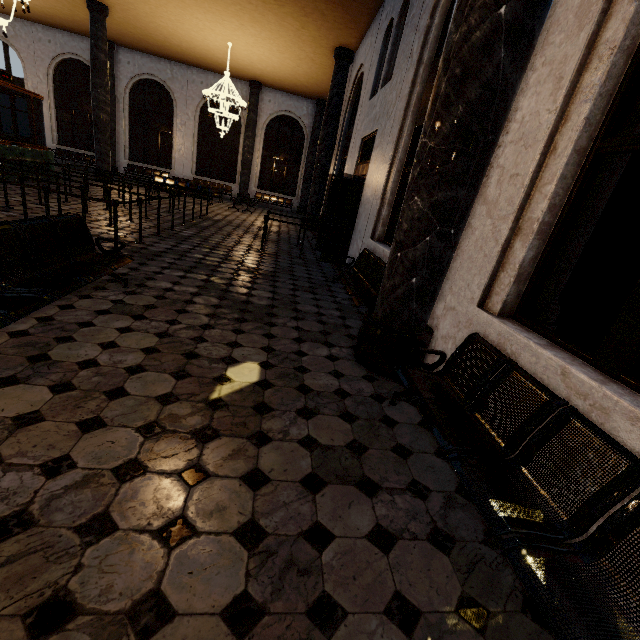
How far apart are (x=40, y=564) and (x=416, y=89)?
7.1m

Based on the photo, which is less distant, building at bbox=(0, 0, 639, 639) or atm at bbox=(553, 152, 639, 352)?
building at bbox=(0, 0, 639, 639)

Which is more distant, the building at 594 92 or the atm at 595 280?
the atm at 595 280
